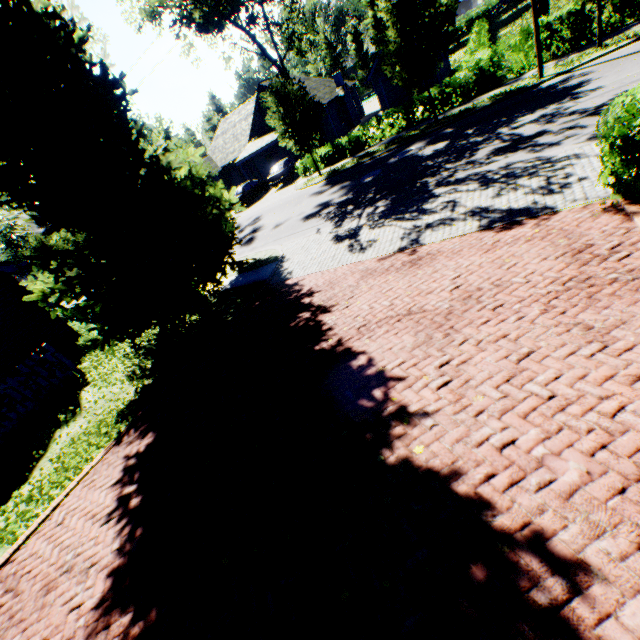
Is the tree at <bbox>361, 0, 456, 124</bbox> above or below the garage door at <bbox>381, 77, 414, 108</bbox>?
above

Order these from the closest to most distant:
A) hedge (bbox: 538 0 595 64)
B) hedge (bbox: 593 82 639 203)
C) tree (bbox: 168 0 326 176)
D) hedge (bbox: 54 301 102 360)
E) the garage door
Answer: hedge (bbox: 593 82 639 203) → hedge (bbox: 54 301 102 360) → hedge (bbox: 538 0 595 64) → tree (bbox: 168 0 326 176) → the garage door

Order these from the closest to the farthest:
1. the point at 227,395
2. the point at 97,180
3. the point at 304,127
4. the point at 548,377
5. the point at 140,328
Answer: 1. the point at 548,377
2. the point at 227,395
3. the point at 97,180
4. the point at 140,328
5. the point at 304,127

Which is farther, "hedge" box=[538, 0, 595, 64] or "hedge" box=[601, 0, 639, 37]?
"hedge" box=[538, 0, 595, 64]

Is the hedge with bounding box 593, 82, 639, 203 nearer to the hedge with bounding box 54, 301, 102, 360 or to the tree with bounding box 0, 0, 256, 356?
the tree with bounding box 0, 0, 256, 356

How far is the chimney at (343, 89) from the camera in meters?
32.8 m

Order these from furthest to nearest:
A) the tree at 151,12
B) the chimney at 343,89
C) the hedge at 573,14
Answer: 1. the chimney at 343,89
2. the tree at 151,12
3. the hedge at 573,14

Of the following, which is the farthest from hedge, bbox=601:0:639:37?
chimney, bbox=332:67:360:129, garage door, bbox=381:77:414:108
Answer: chimney, bbox=332:67:360:129
